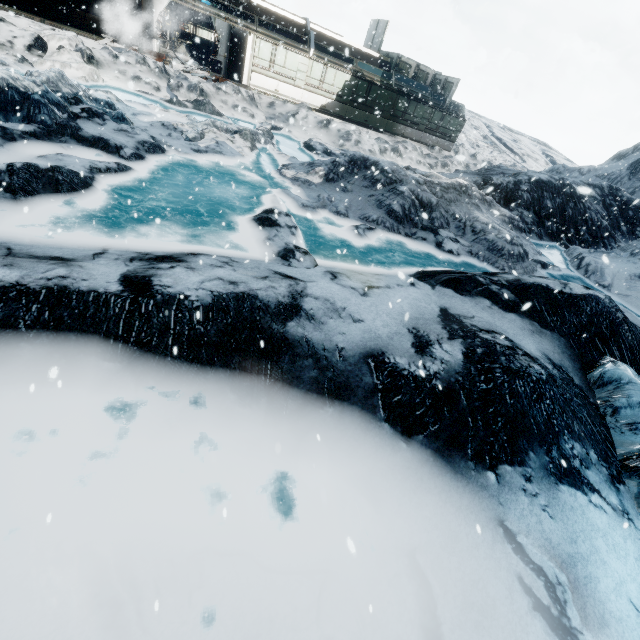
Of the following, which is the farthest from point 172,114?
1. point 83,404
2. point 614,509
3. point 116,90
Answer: point 614,509
